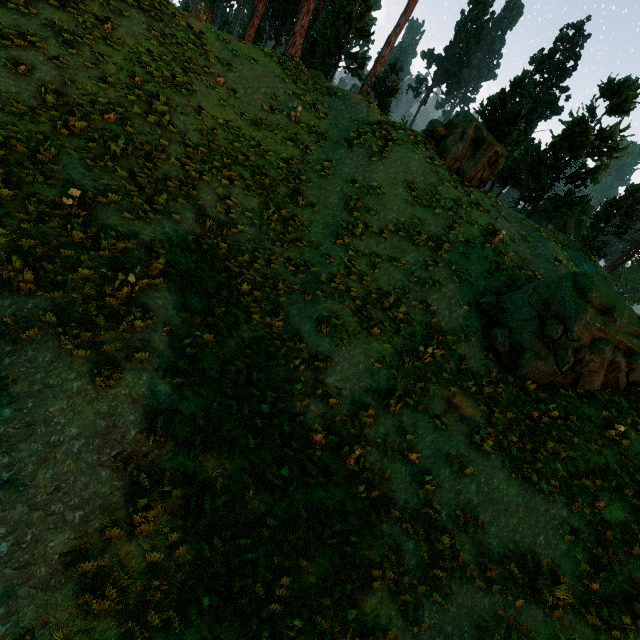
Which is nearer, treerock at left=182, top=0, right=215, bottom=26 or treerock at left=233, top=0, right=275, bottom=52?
treerock at left=233, top=0, right=275, bottom=52

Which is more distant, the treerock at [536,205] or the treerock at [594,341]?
the treerock at [536,205]

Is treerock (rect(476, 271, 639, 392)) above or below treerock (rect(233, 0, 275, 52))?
below

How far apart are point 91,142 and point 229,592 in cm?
1247

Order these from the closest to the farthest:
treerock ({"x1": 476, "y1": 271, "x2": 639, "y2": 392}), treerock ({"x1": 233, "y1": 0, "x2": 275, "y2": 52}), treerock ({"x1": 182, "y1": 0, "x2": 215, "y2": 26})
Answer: treerock ({"x1": 476, "y1": 271, "x2": 639, "y2": 392}) < treerock ({"x1": 233, "y1": 0, "x2": 275, "y2": 52}) < treerock ({"x1": 182, "y1": 0, "x2": 215, "y2": 26})

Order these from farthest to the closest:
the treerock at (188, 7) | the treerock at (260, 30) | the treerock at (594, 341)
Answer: the treerock at (188, 7) → the treerock at (260, 30) → the treerock at (594, 341)
